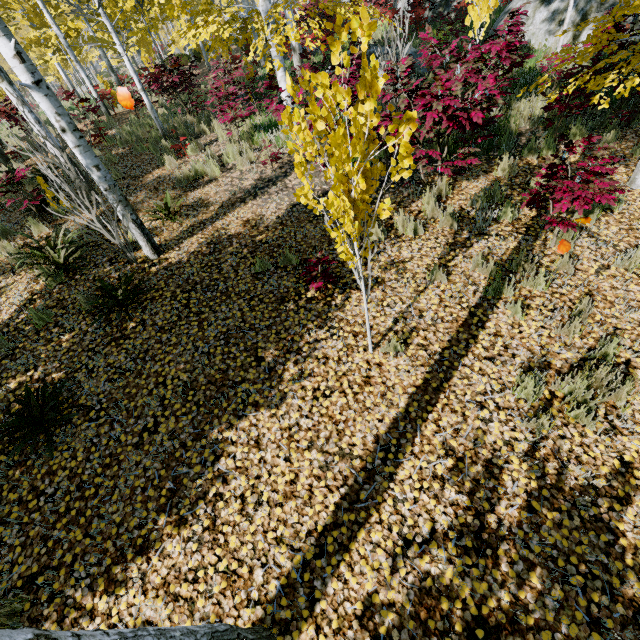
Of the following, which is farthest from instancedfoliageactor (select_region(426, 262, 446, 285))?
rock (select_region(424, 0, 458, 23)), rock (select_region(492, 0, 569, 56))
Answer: rock (select_region(424, 0, 458, 23))

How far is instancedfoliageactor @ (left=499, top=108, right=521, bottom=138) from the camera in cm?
635

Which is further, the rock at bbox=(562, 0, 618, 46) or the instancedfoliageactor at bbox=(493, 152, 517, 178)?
the rock at bbox=(562, 0, 618, 46)

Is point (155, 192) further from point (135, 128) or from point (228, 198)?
point (135, 128)

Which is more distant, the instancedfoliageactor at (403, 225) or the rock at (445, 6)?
the rock at (445, 6)

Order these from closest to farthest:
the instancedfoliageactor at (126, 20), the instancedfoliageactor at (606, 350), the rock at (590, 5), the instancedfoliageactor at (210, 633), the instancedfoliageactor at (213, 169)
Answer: the instancedfoliageactor at (210, 633), the instancedfoliageactor at (126, 20), the instancedfoliageactor at (606, 350), the instancedfoliageactor at (213, 169), the rock at (590, 5)
